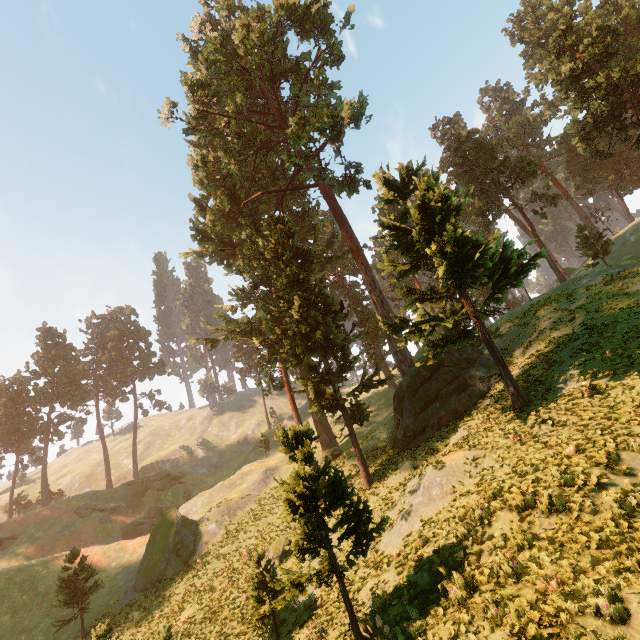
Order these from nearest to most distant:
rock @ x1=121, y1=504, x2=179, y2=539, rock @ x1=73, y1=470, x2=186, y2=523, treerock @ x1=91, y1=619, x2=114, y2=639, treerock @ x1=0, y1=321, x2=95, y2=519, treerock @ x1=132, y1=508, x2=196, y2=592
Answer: treerock @ x1=91, y1=619, x2=114, y2=639 < treerock @ x1=132, y1=508, x2=196, y2=592 < rock @ x1=121, y1=504, x2=179, y2=539 < rock @ x1=73, y1=470, x2=186, y2=523 < treerock @ x1=0, y1=321, x2=95, y2=519

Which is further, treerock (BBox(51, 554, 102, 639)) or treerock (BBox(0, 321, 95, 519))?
treerock (BBox(0, 321, 95, 519))

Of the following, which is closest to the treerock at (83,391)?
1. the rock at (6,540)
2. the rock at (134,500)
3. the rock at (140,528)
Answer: the rock at (6,540)

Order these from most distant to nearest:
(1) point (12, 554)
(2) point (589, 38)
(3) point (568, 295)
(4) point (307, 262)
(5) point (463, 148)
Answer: (5) point (463, 148)
(1) point (12, 554)
(4) point (307, 262)
(2) point (589, 38)
(3) point (568, 295)

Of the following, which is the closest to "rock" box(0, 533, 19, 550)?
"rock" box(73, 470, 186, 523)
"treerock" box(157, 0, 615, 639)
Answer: "treerock" box(157, 0, 615, 639)

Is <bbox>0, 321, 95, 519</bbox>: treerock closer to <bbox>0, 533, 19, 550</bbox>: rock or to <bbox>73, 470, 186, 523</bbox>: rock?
<bbox>0, 533, 19, 550</bbox>: rock

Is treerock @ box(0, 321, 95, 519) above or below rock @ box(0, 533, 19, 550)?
above

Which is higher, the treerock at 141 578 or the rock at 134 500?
the rock at 134 500
